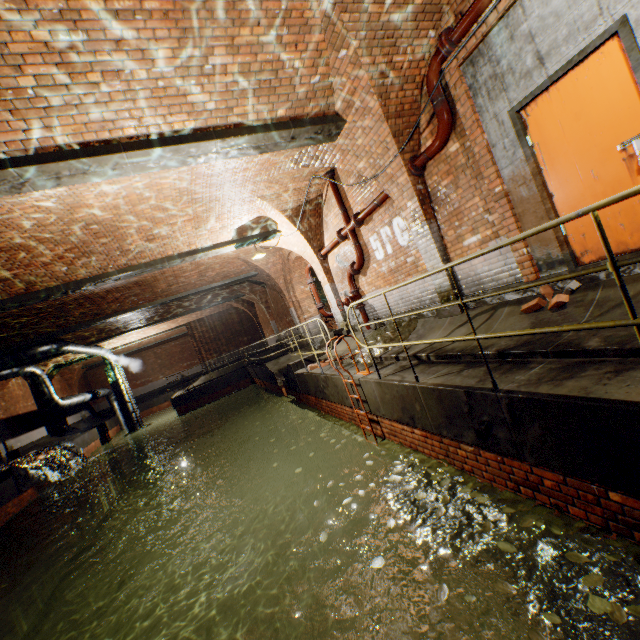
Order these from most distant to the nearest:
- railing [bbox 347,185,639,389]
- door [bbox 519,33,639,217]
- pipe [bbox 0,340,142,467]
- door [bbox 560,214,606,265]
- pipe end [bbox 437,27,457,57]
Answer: pipe [bbox 0,340,142,467] < pipe end [bbox 437,27,457,57] < door [bbox 560,214,606,265] < door [bbox 519,33,639,217] < railing [bbox 347,185,639,389]

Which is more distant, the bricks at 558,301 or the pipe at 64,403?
the pipe at 64,403

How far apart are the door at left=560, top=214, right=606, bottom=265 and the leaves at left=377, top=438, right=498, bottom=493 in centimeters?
284cm

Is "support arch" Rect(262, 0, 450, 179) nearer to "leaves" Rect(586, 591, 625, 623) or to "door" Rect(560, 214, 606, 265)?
"door" Rect(560, 214, 606, 265)

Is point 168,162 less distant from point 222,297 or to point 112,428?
point 222,297

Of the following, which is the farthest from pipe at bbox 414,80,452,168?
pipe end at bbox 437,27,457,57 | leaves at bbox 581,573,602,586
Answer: leaves at bbox 581,573,602,586

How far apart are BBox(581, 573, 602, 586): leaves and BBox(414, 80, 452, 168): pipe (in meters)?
5.45

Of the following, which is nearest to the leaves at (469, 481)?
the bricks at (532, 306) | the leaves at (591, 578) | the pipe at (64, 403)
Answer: the leaves at (591, 578)
